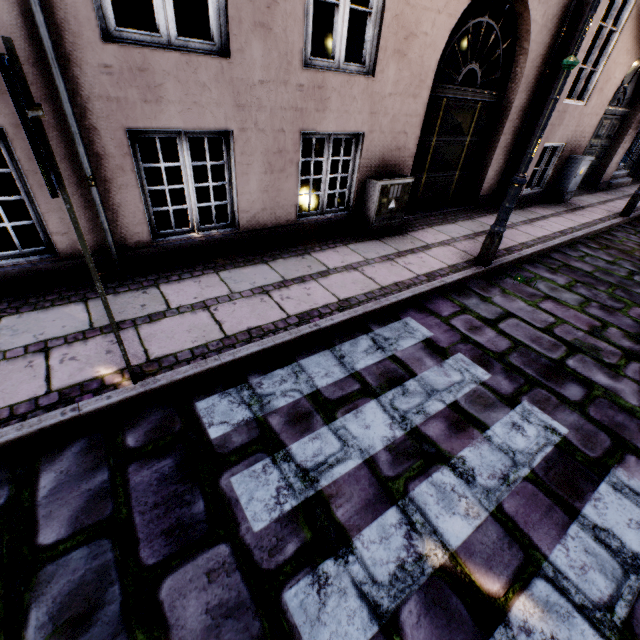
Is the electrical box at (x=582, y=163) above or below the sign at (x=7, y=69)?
below

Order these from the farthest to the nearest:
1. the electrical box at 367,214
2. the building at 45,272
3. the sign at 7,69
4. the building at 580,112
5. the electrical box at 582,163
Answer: the electrical box at 582,163 → the building at 580,112 → the electrical box at 367,214 → the building at 45,272 → the sign at 7,69

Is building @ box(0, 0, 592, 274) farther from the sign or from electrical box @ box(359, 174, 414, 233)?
the sign

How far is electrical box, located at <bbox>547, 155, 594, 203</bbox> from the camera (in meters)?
7.68

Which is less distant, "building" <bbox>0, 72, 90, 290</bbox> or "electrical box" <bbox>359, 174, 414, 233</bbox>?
"building" <bbox>0, 72, 90, 290</bbox>

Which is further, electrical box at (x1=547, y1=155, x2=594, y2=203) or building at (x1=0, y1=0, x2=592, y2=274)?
electrical box at (x1=547, y1=155, x2=594, y2=203)

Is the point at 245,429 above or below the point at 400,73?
below

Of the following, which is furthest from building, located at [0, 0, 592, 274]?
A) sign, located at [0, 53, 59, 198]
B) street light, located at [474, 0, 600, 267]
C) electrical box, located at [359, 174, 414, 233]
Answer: sign, located at [0, 53, 59, 198]
